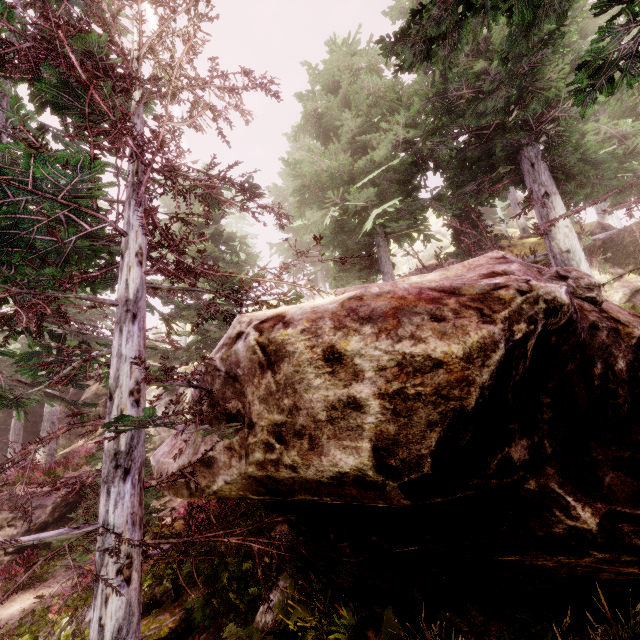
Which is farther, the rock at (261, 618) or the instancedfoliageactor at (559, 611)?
the rock at (261, 618)

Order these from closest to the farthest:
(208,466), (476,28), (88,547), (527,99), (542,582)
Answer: (208,466) < (542,582) < (88,547) < (527,99) < (476,28)

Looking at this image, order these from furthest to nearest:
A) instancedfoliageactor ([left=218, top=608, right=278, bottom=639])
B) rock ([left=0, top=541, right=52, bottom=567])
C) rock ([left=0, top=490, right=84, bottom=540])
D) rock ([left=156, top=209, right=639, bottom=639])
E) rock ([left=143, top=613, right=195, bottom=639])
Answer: rock ([left=0, top=490, right=84, bottom=540])
rock ([left=0, top=541, right=52, bottom=567])
rock ([left=143, top=613, right=195, bottom=639])
instancedfoliageactor ([left=218, top=608, right=278, bottom=639])
rock ([left=156, top=209, right=639, bottom=639])

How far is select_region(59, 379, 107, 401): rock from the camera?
22.9 meters

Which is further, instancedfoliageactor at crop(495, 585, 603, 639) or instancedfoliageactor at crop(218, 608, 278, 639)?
instancedfoliageactor at crop(495, 585, 603, 639)

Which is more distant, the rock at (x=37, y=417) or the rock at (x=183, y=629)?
the rock at (x=37, y=417)
